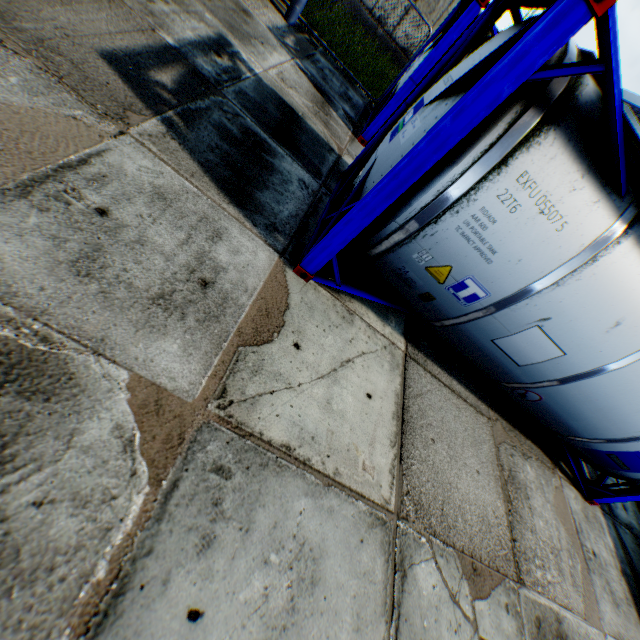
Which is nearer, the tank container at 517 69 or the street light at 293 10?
the tank container at 517 69

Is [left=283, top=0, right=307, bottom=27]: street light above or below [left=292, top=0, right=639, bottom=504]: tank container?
below

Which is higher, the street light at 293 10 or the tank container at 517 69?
the tank container at 517 69

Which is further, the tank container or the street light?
the street light

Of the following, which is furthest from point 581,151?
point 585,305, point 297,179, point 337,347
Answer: point 297,179
